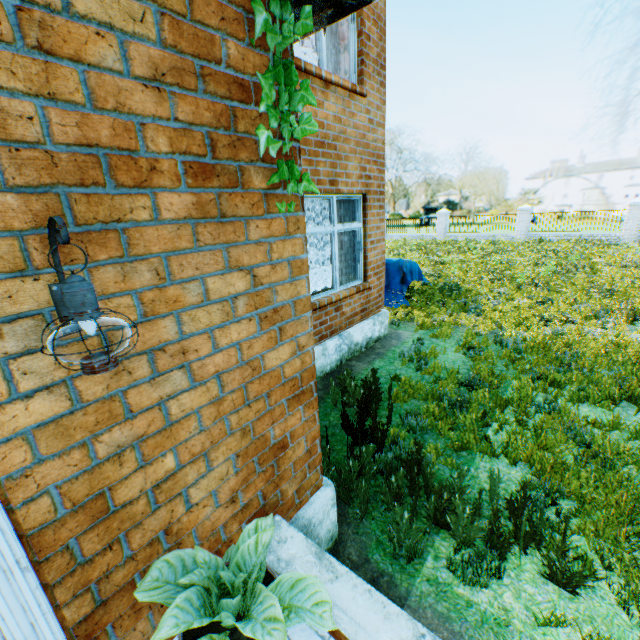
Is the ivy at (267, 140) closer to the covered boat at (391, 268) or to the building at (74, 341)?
the building at (74, 341)

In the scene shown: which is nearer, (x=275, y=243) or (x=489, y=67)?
(x=275, y=243)

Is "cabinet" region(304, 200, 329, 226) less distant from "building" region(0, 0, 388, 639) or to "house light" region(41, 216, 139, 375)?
"building" region(0, 0, 388, 639)

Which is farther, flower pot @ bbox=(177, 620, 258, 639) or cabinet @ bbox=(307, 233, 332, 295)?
cabinet @ bbox=(307, 233, 332, 295)

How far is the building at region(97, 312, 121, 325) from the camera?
1.3 meters

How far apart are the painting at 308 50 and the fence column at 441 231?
21.2 meters

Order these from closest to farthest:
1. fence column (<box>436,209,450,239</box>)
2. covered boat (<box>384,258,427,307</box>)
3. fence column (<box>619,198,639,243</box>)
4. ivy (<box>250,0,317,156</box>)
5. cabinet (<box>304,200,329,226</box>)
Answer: ivy (<box>250,0,317,156</box>)
cabinet (<box>304,200,329,226</box>)
covered boat (<box>384,258,427,307</box>)
fence column (<box>619,198,639,243</box>)
fence column (<box>436,209,450,239</box>)

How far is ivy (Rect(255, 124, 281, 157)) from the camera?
1.6m
